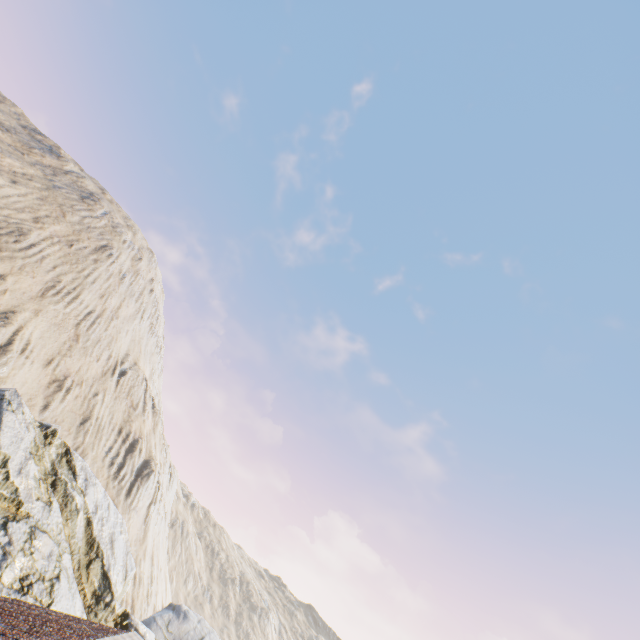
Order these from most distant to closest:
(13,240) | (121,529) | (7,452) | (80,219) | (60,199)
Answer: (80,219) → (60,199) → (13,240) → (121,529) → (7,452)
